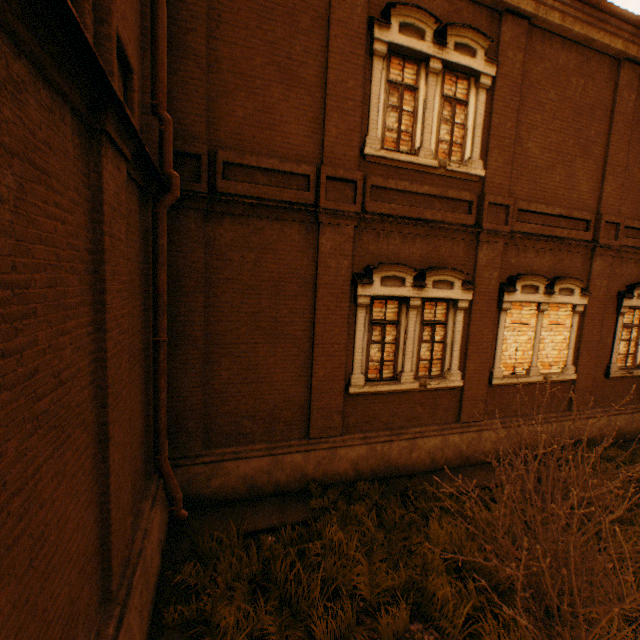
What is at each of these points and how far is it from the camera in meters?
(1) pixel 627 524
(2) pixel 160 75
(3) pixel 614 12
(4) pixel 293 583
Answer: (1) instancedfoliageactor, 6.3
(2) drain pipe, 4.7
(3) gutter, 7.2
(4) instancedfoliageactor, 4.5

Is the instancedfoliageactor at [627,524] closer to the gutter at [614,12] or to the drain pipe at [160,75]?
the drain pipe at [160,75]

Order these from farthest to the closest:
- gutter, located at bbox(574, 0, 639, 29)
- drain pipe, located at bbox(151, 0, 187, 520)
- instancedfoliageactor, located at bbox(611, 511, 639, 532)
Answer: gutter, located at bbox(574, 0, 639, 29) < instancedfoliageactor, located at bbox(611, 511, 639, 532) < drain pipe, located at bbox(151, 0, 187, 520)

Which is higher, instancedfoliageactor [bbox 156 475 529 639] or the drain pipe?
the drain pipe

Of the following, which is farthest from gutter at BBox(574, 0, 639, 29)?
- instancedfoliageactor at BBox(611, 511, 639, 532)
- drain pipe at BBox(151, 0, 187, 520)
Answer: instancedfoliageactor at BBox(611, 511, 639, 532)

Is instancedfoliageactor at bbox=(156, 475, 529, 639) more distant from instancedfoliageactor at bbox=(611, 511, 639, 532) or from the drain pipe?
instancedfoliageactor at bbox=(611, 511, 639, 532)

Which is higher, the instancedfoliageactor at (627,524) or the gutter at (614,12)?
the gutter at (614,12)

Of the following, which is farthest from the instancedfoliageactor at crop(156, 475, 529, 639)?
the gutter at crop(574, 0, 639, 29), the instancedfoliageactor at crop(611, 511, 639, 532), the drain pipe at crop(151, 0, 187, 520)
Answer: the gutter at crop(574, 0, 639, 29)
